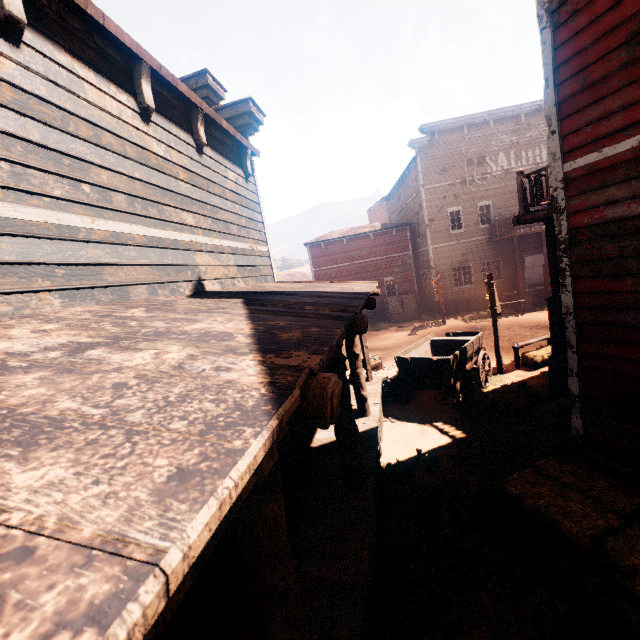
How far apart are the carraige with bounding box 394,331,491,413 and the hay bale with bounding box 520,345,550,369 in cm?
143

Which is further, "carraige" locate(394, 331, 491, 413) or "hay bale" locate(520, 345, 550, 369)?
"hay bale" locate(520, 345, 550, 369)

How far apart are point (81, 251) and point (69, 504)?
3.0m

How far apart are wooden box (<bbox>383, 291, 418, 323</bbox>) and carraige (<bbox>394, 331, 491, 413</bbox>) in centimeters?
1194cm

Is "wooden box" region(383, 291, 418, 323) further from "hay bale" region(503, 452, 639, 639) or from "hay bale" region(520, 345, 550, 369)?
"hay bale" region(503, 452, 639, 639)

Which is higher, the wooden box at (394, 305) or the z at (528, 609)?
the wooden box at (394, 305)

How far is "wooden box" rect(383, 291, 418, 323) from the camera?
23.7 meters

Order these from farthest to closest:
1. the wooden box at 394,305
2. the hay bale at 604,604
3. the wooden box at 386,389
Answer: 1. the wooden box at 394,305
2. the wooden box at 386,389
3. the hay bale at 604,604
